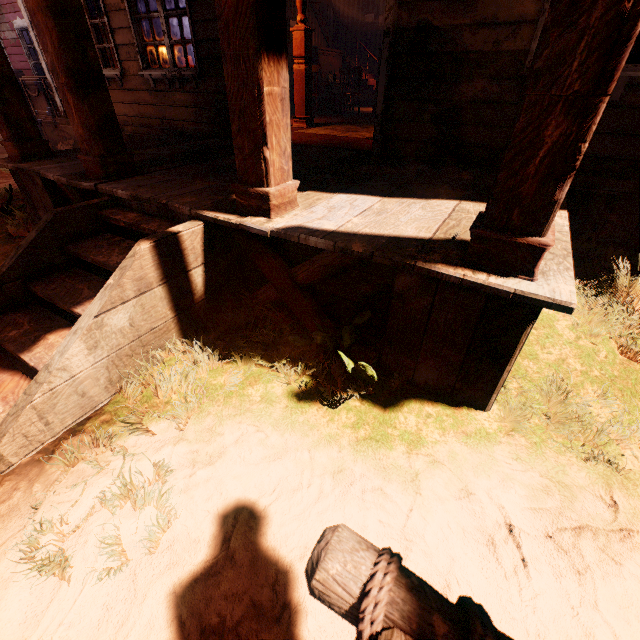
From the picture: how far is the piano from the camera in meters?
11.6 m

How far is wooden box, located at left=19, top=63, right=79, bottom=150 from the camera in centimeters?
853cm

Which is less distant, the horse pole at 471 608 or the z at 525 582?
the horse pole at 471 608

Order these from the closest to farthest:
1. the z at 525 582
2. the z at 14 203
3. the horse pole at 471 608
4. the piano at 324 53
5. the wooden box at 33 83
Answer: the horse pole at 471 608
the z at 525 582
the z at 14 203
the wooden box at 33 83
the piano at 324 53

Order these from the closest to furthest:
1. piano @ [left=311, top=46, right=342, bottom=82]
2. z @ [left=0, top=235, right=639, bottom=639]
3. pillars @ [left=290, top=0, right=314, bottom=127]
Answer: z @ [left=0, top=235, right=639, bottom=639] → pillars @ [left=290, top=0, right=314, bottom=127] → piano @ [left=311, top=46, right=342, bottom=82]

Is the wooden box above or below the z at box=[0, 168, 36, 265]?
above

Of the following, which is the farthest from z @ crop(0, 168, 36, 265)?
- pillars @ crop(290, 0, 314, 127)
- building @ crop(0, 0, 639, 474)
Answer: pillars @ crop(290, 0, 314, 127)

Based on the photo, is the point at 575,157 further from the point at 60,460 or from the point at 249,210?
the point at 60,460
